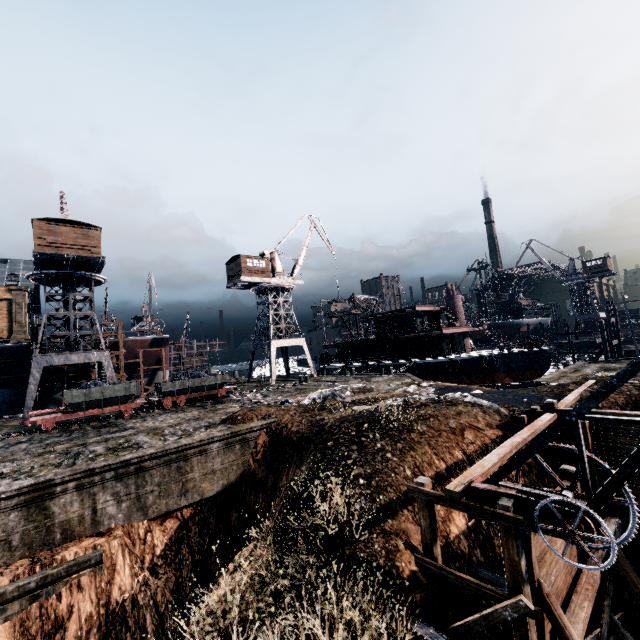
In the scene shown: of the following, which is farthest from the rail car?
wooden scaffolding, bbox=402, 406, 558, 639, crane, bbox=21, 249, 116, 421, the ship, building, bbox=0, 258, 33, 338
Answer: building, bbox=0, 258, 33, 338

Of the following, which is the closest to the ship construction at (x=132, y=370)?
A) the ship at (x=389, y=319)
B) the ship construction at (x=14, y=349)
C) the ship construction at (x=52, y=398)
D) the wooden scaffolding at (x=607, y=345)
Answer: the ship construction at (x=52, y=398)

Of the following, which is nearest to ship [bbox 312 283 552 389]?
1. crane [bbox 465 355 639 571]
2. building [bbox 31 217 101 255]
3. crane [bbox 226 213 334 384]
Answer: crane [bbox 226 213 334 384]

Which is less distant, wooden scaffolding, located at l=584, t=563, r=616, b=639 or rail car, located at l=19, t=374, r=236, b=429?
wooden scaffolding, located at l=584, t=563, r=616, b=639

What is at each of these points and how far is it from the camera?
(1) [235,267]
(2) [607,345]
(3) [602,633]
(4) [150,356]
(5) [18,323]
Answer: (1) building, 43.5m
(2) wooden scaffolding, 32.9m
(3) wooden scaffolding, 9.4m
(4) ship construction, 45.2m
(5) building, 48.9m

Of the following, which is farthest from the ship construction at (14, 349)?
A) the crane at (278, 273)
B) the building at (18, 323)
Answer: the crane at (278, 273)

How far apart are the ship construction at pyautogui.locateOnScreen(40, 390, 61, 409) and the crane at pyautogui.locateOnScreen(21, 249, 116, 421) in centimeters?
1283cm

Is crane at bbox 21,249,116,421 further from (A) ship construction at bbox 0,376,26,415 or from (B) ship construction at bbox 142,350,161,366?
(B) ship construction at bbox 142,350,161,366
